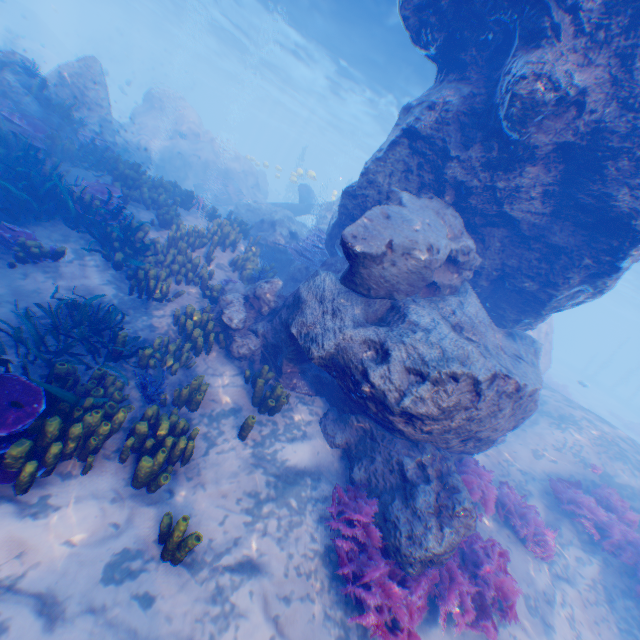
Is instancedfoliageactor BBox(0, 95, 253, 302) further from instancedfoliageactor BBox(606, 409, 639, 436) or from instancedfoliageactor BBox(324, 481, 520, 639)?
instancedfoliageactor BBox(606, 409, 639, 436)

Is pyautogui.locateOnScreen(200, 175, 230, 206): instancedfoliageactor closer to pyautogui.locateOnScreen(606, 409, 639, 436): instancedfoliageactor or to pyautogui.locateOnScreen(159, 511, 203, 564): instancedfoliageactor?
pyautogui.locateOnScreen(159, 511, 203, 564): instancedfoliageactor

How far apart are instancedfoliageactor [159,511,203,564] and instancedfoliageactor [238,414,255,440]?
1.9m

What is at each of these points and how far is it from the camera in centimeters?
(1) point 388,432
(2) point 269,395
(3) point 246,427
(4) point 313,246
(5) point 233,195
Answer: (1) rock, 635cm
(2) instancedfoliageactor, 659cm
(3) instancedfoliageactor, 579cm
(4) instancedfoliageactor, 1144cm
(5) plane, 2011cm

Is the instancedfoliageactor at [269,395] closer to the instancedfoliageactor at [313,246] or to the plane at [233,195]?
the instancedfoliageactor at [313,246]

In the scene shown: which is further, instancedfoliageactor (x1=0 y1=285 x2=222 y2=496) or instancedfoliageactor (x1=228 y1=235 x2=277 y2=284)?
instancedfoliageactor (x1=228 y1=235 x2=277 y2=284)

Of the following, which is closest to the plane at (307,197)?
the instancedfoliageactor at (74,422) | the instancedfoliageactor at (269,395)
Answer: the instancedfoliageactor at (74,422)

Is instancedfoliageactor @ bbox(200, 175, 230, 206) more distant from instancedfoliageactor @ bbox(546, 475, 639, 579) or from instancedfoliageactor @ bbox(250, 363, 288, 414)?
instancedfoliageactor @ bbox(546, 475, 639, 579)
